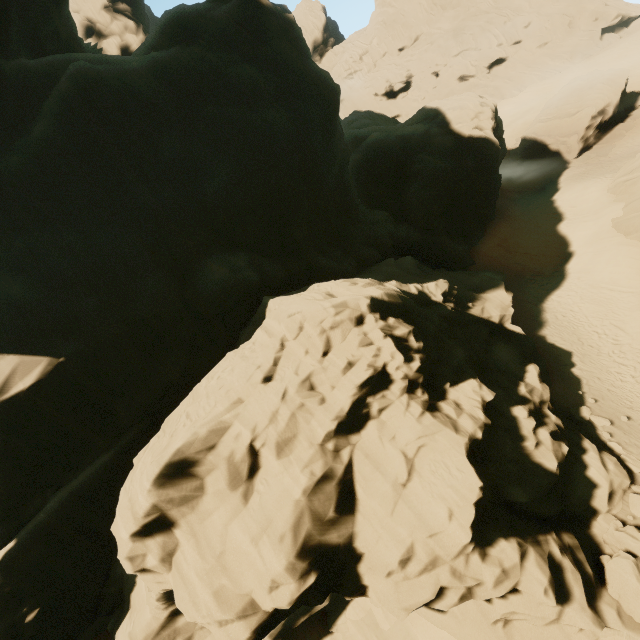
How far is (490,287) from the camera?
21.9 meters

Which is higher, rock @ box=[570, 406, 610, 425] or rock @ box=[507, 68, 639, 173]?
rock @ box=[507, 68, 639, 173]

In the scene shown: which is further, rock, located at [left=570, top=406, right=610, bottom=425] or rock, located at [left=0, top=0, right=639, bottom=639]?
rock, located at [left=570, top=406, right=610, bottom=425]

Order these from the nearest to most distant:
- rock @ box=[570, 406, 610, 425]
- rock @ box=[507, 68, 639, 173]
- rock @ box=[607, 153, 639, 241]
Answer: rock @ box=[570, 406, 610, 425] < rock @ box=[607, 153, 639, 241] < rock @ box=[507, 68, 639, 173]

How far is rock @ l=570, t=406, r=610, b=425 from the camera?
15.3m

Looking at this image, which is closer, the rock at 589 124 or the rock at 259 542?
the rock at 259 542

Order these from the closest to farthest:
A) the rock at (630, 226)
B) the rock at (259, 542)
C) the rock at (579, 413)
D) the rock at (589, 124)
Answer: the rock at (259, 542)
the rock at (579, 413)
the rock at (630, 226)
the rock at (589, 124)
